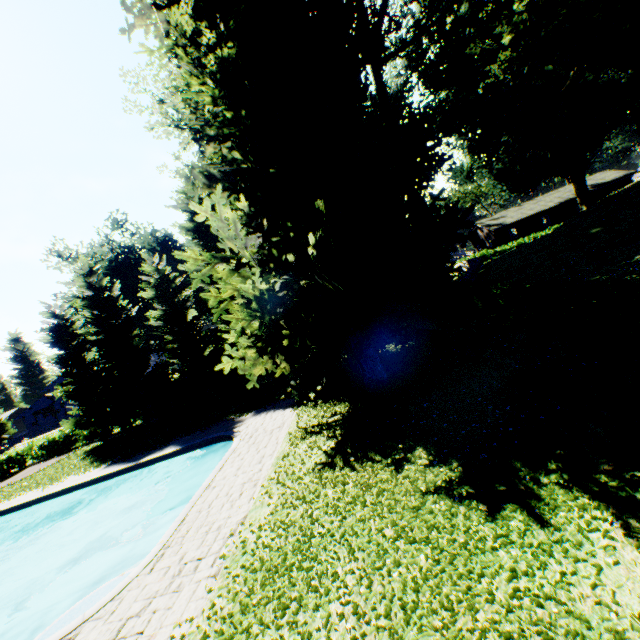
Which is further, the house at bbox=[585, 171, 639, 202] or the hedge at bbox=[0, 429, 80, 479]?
the house at bbox=[585, 171, 639, 202]

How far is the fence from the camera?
29.0 meters

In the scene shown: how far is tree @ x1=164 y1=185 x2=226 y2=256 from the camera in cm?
2203

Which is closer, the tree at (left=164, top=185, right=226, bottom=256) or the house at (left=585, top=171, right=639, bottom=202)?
the tree at (left=164, top=185, right=226, bottom=256)

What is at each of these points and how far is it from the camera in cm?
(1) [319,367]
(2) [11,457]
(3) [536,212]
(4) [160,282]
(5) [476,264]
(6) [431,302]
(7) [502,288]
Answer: (1) plant, 1184
(2) hedge, 2900
(3) house, 4809
(4) tree, 2347
(5) fence, 3269
(6) hedge, 2439
(7) hedge, 1509

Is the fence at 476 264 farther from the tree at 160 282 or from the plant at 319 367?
the tree at 160 282

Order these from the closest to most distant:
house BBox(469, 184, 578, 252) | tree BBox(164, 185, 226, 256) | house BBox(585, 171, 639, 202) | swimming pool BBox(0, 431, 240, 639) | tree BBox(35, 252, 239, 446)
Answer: swimming pool BBox(0, 431, 240, 639)
tree BBox(164, 185, 226, 256)
tree BBox(35, 252, 239, 446)
house BBox(585, 171, 639, 202)
house BBox(469, 184, 578, 252)

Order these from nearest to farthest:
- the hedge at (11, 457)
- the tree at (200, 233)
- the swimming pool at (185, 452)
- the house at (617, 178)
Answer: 1. the swimming pool at (185, 452)
2. the tree at (200, 233)
3. the hedge at (11, 457)
4. the house at (617, 178)
